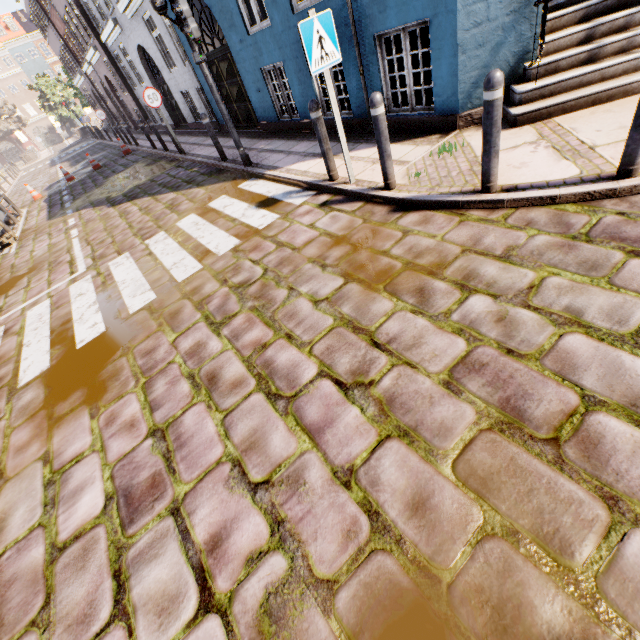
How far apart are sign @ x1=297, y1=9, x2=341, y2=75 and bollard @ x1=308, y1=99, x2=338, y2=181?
0.5 meters

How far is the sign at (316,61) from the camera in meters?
3.6 m

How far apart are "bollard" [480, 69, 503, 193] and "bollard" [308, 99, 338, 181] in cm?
229

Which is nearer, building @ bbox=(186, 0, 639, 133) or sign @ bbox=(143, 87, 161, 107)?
building @ bbox=(186, 0, 639, 133)

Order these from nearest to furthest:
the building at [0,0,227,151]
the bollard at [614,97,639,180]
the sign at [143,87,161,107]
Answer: the bollard at [614,97,639,180], the sign at [143,87,161,107], the building at [0,0,227,151]

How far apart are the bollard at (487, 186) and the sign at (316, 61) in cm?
196

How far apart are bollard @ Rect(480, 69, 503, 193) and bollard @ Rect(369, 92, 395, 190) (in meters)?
1.11

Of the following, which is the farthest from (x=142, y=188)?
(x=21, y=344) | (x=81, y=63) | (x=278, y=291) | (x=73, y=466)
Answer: (x=81, y=63)
